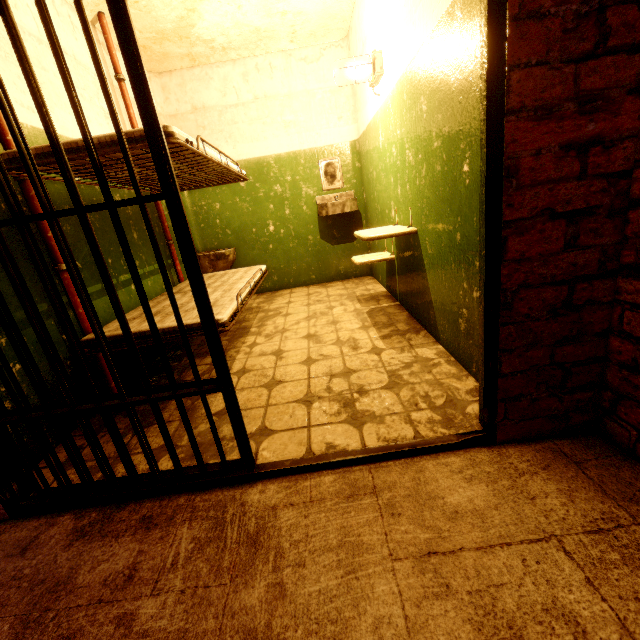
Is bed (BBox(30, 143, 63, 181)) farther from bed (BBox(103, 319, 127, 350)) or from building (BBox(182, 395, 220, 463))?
bed (BBox(103, 319, 127, 350))

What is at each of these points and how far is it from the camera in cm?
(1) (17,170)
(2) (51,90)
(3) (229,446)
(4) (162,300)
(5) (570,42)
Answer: (1) bed, 158
(2) building, 222
(3) building, 159
(4) bed, 260
(5) building, 90

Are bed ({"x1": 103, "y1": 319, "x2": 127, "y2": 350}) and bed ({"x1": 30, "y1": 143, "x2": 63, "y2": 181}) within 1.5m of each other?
yes

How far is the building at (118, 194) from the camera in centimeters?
275cm

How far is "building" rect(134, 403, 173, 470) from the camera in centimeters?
155cm

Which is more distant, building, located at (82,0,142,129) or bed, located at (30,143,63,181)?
building, located at (82,0,142,129)

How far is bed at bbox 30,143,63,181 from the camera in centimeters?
156cm

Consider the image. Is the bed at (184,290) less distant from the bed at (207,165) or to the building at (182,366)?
the building at (182,366)
